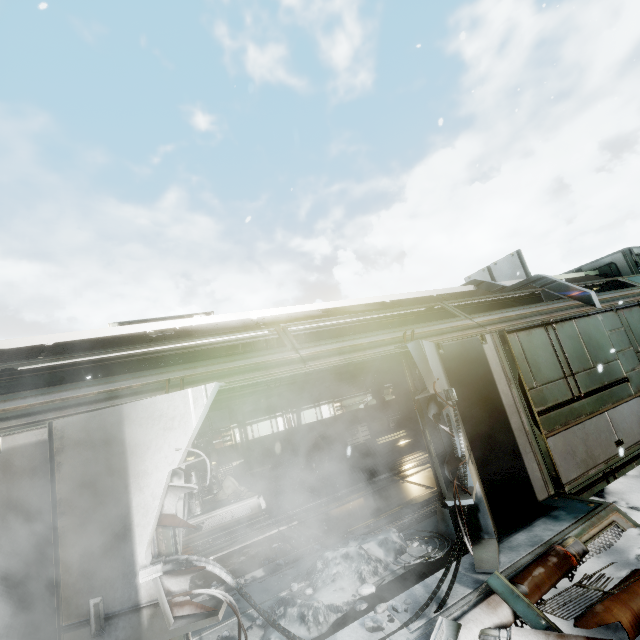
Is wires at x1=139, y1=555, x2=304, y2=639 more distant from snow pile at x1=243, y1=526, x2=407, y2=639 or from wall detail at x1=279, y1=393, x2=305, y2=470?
wall detail at x1=279, y1=393, x2=305, y2=470

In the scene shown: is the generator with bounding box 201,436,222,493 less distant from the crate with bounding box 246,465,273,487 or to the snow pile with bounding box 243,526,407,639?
the crate with bounding box 246,465,273,487

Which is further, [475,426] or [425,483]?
[425,483]

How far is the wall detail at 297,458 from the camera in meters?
11.4 m

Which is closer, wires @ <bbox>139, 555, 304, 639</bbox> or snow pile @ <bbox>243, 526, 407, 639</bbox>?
wires @ <bbox>139, 555, 304, 639</bbox>

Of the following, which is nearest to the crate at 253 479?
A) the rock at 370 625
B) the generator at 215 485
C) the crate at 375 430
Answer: the generator at 215 485

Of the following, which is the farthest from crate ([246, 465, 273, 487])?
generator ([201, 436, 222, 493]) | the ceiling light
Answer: the ceiling light

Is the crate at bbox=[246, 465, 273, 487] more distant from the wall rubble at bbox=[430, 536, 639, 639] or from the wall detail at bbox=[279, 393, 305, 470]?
A: the wall rubble at bbox=[430, 536, 639, 639]
